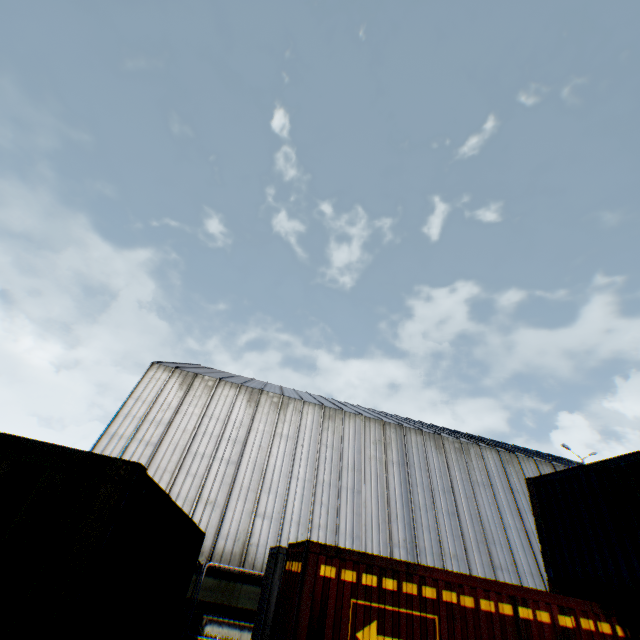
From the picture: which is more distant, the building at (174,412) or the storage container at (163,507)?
the building at (174,412)

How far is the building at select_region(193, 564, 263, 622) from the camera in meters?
13.2 m

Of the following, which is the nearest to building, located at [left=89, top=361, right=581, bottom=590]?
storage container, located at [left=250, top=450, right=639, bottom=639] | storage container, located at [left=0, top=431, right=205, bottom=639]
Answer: storage container, located at [left=0, top=431, right=205, bottom=639]

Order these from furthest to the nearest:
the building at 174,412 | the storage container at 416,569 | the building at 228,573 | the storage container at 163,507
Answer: the building at 174,412, the building at 228,573, the storage container at 416,569, the storage container at 163,507

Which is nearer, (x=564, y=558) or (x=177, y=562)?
(x=177, y=562)

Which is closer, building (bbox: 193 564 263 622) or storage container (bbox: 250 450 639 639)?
storage container (bbox: 250 450 639 639)
